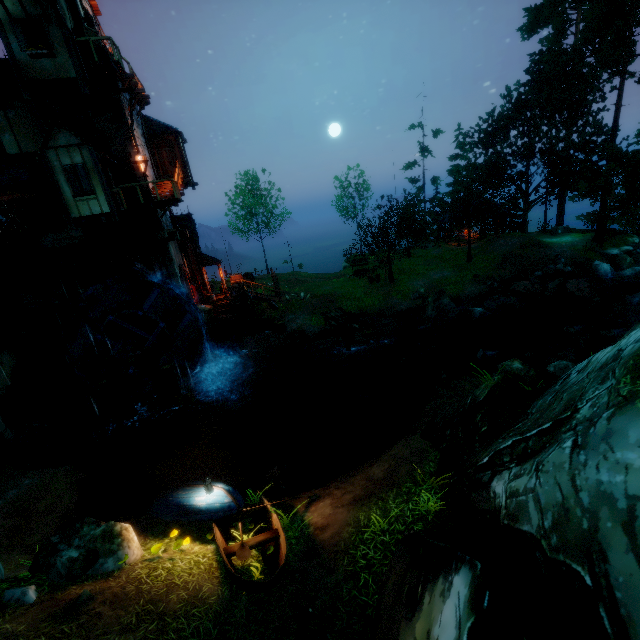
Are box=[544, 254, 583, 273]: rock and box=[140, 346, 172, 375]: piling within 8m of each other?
no

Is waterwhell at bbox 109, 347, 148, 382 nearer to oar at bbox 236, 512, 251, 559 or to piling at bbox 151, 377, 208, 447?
piling at bbox 151, 377, 208, 447

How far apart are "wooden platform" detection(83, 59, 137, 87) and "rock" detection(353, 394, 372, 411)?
19.3 meters

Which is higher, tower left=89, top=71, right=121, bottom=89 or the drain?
tower left=89, top=71, right=121, bottom=89

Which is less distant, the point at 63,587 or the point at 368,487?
the point at 63,587

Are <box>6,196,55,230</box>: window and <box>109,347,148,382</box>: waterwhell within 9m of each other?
yes

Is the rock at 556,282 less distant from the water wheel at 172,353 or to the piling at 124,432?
the water wheel at 172,353

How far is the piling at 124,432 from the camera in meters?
14.6 m
